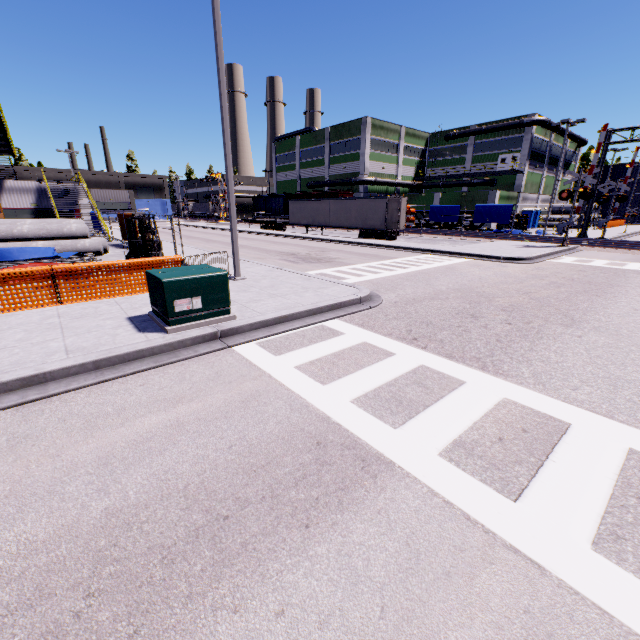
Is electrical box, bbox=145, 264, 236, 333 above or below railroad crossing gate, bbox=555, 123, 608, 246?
below

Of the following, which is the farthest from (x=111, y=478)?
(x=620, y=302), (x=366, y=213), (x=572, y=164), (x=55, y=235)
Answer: (x=572, y=164)

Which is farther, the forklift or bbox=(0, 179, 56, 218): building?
bbox=(0, 179, 56, 218): building

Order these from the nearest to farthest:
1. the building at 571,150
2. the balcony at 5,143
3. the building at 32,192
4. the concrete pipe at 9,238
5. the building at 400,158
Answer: the concrete pipe at 9,238 → the balcony at 5,143 → the building at 32,192 → the building at 400,158 → the building at 571,150

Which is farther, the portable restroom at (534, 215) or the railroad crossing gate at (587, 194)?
the portable restroom at (534, 215)

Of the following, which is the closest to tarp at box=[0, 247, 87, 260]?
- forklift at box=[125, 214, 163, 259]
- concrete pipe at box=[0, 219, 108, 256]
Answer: concrete pipe at box=[0, 219, 108, 256]

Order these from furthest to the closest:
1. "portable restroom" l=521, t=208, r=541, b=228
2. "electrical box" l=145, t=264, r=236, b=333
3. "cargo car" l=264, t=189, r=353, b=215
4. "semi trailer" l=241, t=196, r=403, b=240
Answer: "portable restroom" l=521, t=208, r=541, b=228 → "cargo car" l=264, t=189, r=353, b=215 → "semi trailer" l=241, t=196, r=403, b=240 → "electrical box" l=145, t=264, r=236, b=333

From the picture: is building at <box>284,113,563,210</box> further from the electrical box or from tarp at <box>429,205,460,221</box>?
the electrical box
